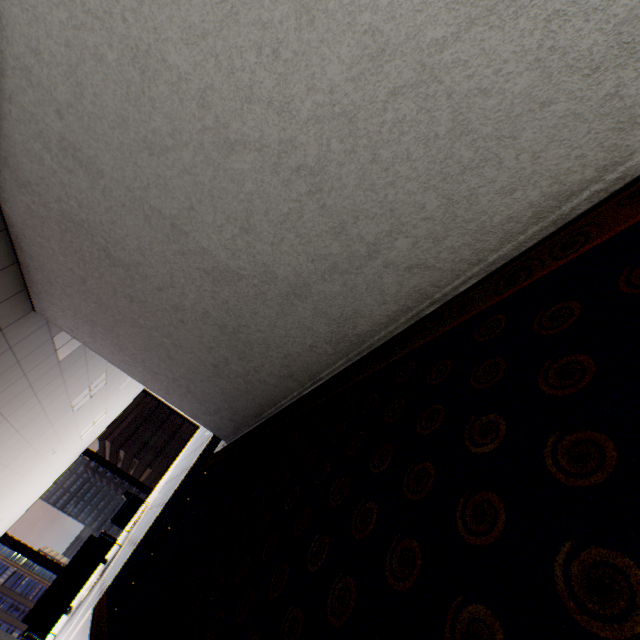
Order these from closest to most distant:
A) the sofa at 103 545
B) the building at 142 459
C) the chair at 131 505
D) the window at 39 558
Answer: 1. the sofa at 103 545
2. the chair at 131 505
3. the window at 39 558
4. the building at 142 459

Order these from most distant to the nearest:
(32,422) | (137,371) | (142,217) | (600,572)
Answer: (32,422) < (137,371) < (142,217) < (600,572)

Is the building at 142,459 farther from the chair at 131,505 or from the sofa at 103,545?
the sofa at 103,545

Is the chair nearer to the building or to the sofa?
the sofa

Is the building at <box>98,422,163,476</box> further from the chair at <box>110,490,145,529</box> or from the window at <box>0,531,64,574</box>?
the chair at <box>110,490,145,529</box>

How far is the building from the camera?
58.6 meters

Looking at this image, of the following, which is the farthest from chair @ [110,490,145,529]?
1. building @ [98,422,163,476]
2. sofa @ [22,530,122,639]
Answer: building @ [98,422,163,476]

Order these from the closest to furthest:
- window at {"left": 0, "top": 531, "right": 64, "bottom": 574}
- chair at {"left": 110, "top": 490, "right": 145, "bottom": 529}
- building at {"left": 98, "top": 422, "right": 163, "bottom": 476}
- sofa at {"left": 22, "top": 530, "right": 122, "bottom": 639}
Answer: sofa at {"left": 22, "top": 530, "right": 122, "bottom": 639} → chair at {"left": 110, "top": 490, "right": 145, "bottom": 529} → window at {"left": 0, "top": 531, "right": 64, "bottom": 574} → building at {"left": 98, "top": 422, "right": 163, "bottom": 476}
